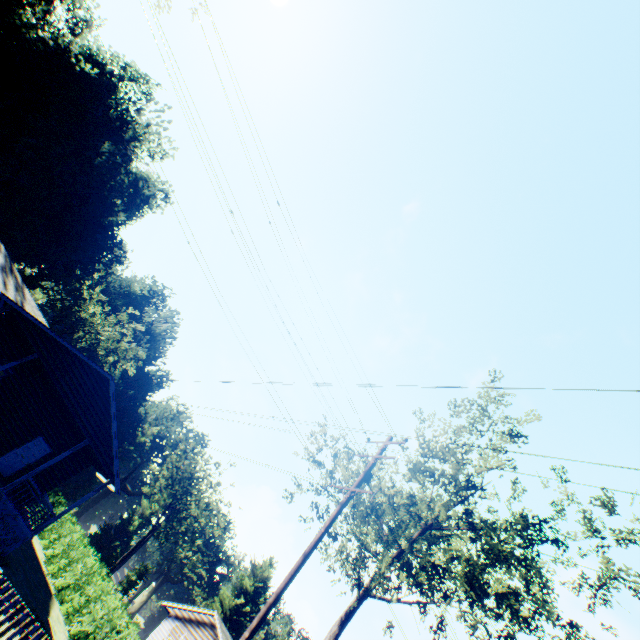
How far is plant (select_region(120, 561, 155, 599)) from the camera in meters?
53.8

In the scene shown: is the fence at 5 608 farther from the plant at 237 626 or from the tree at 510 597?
the plant at 237 626

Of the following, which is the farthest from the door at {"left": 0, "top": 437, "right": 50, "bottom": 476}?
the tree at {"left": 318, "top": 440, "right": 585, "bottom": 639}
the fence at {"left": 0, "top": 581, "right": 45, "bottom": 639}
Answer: the tree at {"left": 318, "top": 440, "right": 585, "bottom": 639}

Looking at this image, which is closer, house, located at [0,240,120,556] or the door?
house, located at [0,240,120,556]

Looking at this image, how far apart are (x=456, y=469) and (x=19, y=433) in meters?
23.6 m

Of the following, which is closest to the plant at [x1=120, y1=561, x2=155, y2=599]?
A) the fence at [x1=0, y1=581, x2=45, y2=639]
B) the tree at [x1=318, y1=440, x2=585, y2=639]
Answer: the fence at [x1=0, y1=581, x2=45, y2=639]

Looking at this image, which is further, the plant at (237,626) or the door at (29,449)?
the plant at (237,626)

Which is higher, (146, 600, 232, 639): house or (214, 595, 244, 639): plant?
(214, 595, 244, 639): plant
